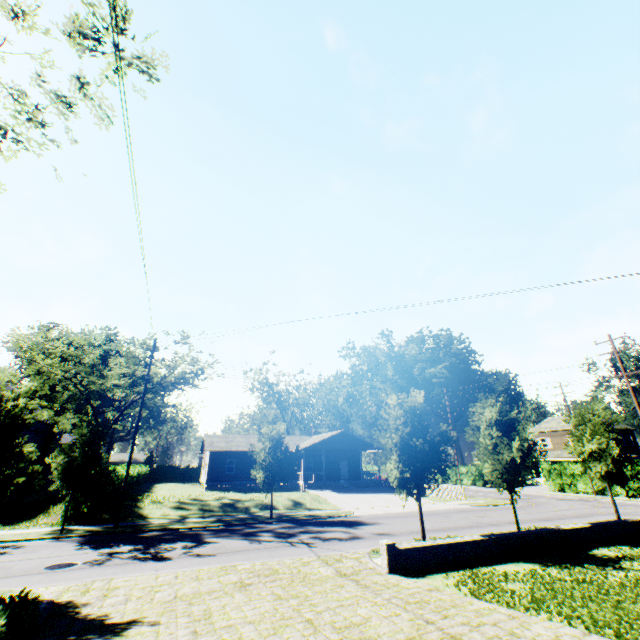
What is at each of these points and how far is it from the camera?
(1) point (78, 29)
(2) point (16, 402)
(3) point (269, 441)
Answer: (1) tree, 9.38m
(2) tree, 10.36m
(3) tree, 23.53m

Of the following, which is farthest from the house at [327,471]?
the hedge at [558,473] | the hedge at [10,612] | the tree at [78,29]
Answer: the hedge at [10,612]

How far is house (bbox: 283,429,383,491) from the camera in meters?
37.1 m

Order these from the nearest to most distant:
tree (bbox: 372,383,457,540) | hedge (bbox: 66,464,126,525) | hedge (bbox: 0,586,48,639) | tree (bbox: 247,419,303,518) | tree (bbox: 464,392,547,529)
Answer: hedge (bbox: 0,586,48,639), tree (bbox: 372,383,457,540), tree (bbox: 464,392,547,529), hedge (bbox: 66,464,126,525), tree (bbox: 247,419,303,518)

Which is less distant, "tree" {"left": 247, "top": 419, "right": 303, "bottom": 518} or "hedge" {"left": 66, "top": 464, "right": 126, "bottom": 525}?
"hedge" {"left": 66, "top": 464, "right": 126, "bottom": 525}

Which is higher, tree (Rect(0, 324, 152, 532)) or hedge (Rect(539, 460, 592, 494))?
tree (Rect(0, 324, 152, 532))

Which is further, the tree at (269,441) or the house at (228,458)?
the house at (228,458)

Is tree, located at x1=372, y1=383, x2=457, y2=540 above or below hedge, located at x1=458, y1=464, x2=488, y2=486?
above
